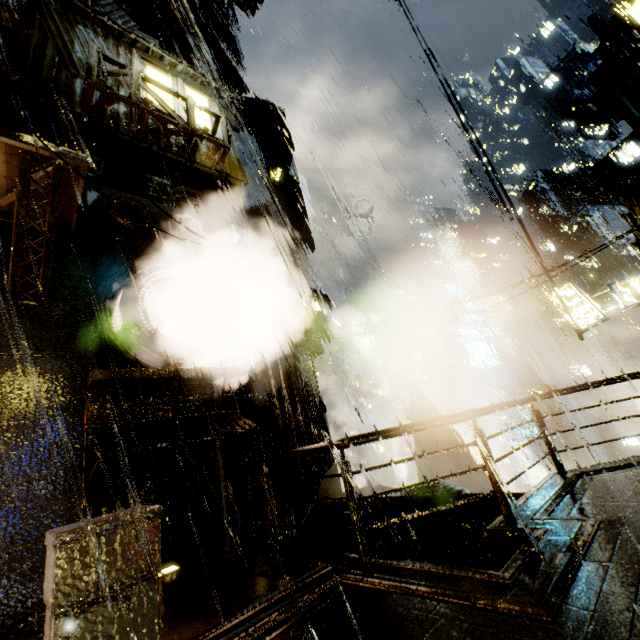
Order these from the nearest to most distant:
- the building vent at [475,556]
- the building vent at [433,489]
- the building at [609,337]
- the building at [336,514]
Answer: the building at [336,514], the building vent at [475,556], the building vent at [433,489], the building at [609,337]

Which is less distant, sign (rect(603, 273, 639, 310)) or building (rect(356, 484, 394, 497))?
sign (rect(603, 273, 639, 310))

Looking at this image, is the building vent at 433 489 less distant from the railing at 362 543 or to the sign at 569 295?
the railing at 362 543

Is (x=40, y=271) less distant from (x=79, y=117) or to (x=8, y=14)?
(x=79, y=117)

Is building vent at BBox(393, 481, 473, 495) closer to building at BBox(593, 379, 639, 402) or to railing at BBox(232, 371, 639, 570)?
building at BBox(593, 379, 639, 402)

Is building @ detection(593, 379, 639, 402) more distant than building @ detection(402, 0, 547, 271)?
Yes

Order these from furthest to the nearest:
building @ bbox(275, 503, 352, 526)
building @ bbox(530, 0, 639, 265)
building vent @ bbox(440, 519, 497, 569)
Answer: building @ bbox(530, 0, 639, 265) < building vent @ bbox(440, 519, 497, 569) < building @ bbox(275, 503, 352, 526)

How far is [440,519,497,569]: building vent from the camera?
9.8m
